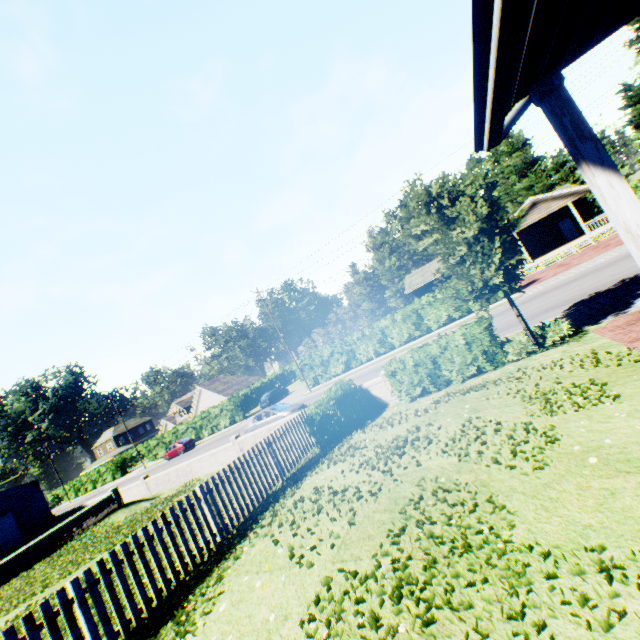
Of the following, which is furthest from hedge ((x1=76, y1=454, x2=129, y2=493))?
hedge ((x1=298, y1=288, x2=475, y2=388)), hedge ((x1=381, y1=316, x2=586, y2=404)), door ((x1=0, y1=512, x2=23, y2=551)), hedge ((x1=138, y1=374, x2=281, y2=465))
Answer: hedge ((x1=381, y1=316, x2=586, y2=404))

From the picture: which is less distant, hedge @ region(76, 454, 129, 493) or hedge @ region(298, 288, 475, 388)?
hedge @ region(298, 288, 475, 388)

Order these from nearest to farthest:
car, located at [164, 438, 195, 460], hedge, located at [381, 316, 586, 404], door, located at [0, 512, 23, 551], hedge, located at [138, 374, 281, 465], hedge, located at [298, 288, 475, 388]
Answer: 1. hedge, located at [381, 316, 586, 404]
2. door, located at [0, 512, 23, 551]
3. hedge, located at [298, 288, 475, 388]
4. car, located at [164, 438, 195, 460]
5. hedge, located at [138, 374, 281, 465]

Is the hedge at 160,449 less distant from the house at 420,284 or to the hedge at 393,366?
the house at 420,284

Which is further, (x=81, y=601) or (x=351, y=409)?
(x=351, y=409)

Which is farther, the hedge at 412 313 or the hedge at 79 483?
the hedge at 79 483

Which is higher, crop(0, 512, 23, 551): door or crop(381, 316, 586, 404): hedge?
crop(0, 512, 23, 551): door

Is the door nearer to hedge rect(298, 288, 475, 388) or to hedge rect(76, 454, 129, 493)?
hedge rect(298, 288, 475, 388)
